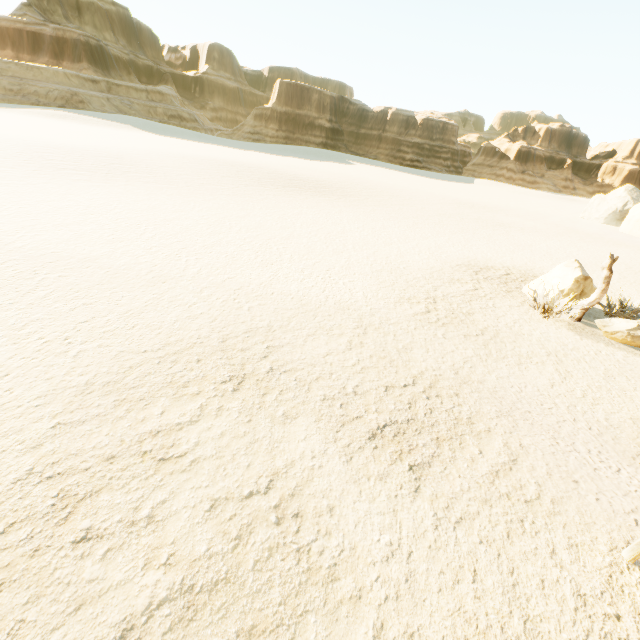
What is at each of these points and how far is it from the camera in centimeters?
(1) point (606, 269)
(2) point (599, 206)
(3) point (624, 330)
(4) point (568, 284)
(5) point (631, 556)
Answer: (1) post, 994cm
(2) stone, 4112cm
(3) stone, 970cm
(4) stone, 1116cm
(5) hitch post, 408cm

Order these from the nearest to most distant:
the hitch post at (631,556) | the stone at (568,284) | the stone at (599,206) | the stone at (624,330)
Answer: the hitch post at (631,556) → the stone at (624,330) → the stone at (568,284) → the stone at (599,206)

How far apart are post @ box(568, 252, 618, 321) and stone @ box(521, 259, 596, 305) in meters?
0.4 m

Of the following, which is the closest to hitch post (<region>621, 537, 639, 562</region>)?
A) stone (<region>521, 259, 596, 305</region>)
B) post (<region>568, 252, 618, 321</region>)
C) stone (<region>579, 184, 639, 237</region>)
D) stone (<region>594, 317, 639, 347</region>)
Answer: stone (<region>594, 317, 639, 347</region>)

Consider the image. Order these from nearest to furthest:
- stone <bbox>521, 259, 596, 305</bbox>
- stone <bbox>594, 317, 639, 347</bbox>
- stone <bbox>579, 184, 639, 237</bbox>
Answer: stone <bbox>594, 317, 639, 347</bbox> → stone <bbox>521, 259, 596, 305</bbox> → stone <bbox>579, 184, 639, 237</bbox>

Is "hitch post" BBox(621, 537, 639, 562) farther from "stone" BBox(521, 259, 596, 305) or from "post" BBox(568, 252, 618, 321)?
"stone" BBox(521, 259, 596, 305)

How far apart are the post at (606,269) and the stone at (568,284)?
0.4 meters

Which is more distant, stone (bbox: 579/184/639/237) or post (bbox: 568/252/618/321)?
stone (bbox: 579/184/639/237)
